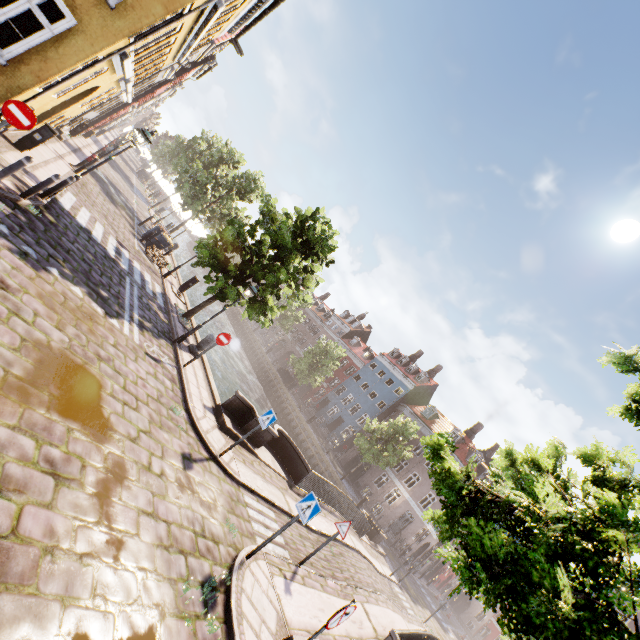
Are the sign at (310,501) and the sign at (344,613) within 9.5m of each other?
yes

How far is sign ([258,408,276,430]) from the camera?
9.17m

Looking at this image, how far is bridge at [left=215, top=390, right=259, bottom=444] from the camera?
10.89m

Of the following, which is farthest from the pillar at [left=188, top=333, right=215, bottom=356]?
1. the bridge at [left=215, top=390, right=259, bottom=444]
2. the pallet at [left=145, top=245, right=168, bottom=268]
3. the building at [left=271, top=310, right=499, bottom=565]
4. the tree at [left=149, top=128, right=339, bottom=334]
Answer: the building at [left=271, top=310, right=499, bottom=565]

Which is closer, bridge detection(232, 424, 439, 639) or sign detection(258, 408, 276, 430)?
bridge detection(232, 424, 439, 639)

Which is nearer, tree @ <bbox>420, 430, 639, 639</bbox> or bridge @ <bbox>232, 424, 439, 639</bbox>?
tree @ <bbox>420, 430, 639, 639</bbox>

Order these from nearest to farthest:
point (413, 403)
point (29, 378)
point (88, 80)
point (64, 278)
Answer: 1. point (29, 378)
2. point (64, 278)
3. point (88, 80)
4. point (413, 403)

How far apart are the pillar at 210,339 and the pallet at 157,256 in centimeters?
745cm
